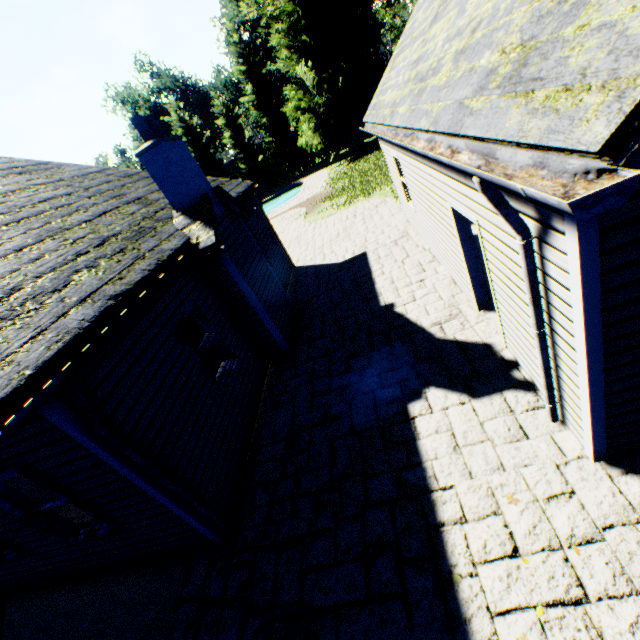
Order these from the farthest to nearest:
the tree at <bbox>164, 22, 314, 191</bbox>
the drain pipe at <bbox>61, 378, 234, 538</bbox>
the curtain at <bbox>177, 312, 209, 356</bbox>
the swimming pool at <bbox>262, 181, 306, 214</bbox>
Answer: the tree at <bbox>164, 22, 314, 191</bbox>, the swimming pool at <bbox>262, 181, 306, 214</bbox>, the curtain at <bbox>177, 312, 209, 356</bbox>, the drain pipe at <bbox>61, 378, 234, 538</bbox>

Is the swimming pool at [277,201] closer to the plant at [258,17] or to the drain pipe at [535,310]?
the plant at [258,17]

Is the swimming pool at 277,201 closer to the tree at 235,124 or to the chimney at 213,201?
the tree at 235,124

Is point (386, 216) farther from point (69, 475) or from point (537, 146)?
point (69, 475)

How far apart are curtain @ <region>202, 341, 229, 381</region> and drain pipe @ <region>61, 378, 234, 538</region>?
2.1m

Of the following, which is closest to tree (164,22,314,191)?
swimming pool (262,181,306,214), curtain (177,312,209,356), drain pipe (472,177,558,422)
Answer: swimming pool (262,181,306,214)

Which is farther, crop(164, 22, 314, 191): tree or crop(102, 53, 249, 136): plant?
crop(102, 53, 249, 136): plant

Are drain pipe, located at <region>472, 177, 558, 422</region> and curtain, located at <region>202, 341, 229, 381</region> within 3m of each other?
no
